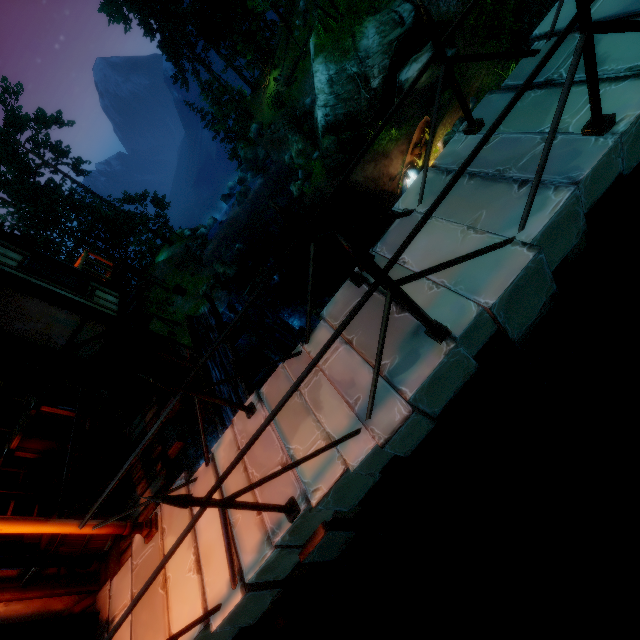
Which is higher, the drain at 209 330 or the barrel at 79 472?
the barrel at 79 472

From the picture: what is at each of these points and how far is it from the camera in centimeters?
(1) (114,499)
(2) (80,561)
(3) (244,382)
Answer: (1) building, 589cm
(2) drain pipe, 459cm
(3) drain, 718cm

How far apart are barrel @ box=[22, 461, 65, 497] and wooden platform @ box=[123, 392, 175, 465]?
0.5m

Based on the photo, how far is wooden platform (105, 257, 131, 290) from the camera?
10.3 meters

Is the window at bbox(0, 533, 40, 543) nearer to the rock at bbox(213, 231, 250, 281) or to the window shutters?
the window shutters

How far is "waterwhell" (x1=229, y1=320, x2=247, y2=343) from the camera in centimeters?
979cm

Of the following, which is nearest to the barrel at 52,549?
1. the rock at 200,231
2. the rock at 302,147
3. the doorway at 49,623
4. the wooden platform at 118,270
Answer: the doorway at 49,623

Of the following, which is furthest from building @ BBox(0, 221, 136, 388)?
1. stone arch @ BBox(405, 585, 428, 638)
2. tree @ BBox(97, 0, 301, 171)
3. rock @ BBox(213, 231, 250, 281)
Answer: rock @ BBox(213, 231, 250, 281)
